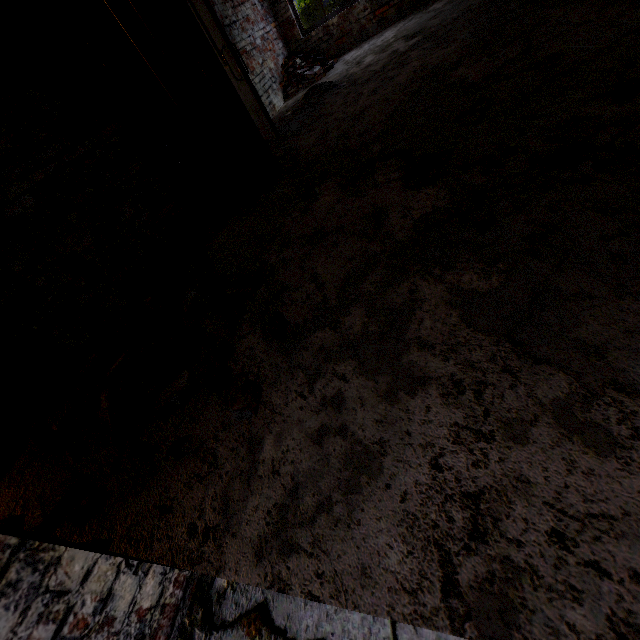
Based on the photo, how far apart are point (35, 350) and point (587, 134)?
3.9m

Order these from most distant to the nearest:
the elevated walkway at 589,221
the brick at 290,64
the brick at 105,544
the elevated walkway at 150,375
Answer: the brick at 290,64
the elevated walkway at 150,375
the brick at 105,544
the elevated walkway at 589,221

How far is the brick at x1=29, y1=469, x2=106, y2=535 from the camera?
1.52m

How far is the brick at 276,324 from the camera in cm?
172

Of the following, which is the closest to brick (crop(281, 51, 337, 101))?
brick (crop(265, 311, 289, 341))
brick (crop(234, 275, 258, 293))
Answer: brick (crop(234, 275, 258, 293))

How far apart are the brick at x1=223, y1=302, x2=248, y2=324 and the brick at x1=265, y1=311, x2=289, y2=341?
0.4m

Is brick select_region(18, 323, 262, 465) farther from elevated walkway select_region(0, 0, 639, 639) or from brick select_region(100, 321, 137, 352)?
brick select_region(100, 321, 137, 352)

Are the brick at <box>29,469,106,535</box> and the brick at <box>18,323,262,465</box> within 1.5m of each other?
yes
